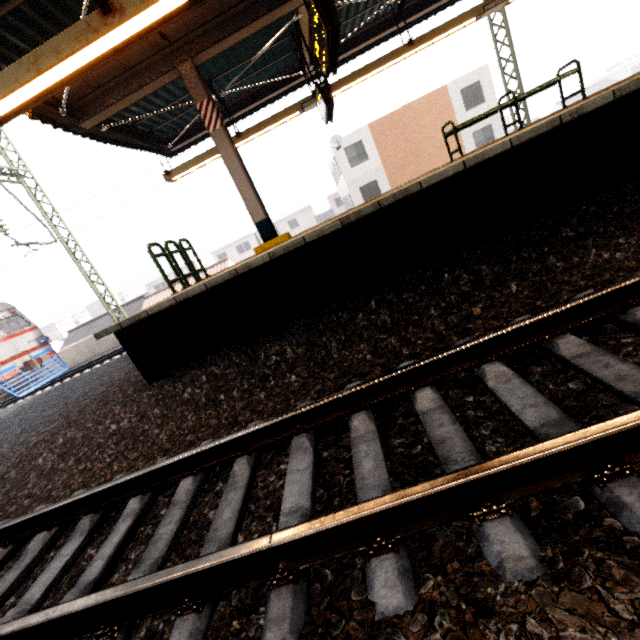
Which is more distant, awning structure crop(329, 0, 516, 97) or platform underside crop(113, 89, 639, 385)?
awning structure crop(329, 0, 516, 97)

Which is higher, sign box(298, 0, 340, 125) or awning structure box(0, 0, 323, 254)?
awning structure box(0, 0, 323, 254)

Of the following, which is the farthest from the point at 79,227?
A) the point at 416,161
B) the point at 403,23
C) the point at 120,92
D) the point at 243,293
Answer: the point at 416,161

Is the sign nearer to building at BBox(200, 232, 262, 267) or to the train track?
the train track

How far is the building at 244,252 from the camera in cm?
5031

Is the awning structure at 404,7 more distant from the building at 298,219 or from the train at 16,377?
the building at 298,219

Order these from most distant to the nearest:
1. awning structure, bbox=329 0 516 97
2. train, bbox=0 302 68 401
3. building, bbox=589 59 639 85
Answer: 1. building, bbox=589 59 639 85
2. train, bbox=0 302 68 401
3. awning structure, bbox=329 0 516 97

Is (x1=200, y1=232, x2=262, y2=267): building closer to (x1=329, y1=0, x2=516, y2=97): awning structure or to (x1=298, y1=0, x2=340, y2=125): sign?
(x1=329, y1=0, x2=516, y2=97): awning structure
